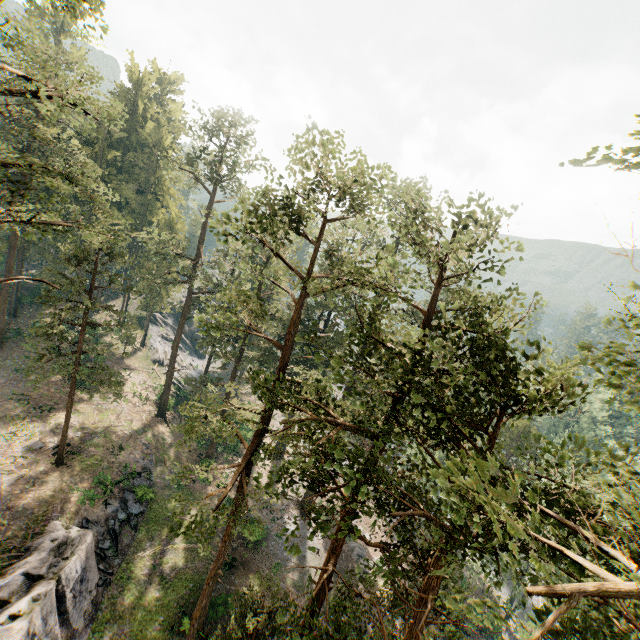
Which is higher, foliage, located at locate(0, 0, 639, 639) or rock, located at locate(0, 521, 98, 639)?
foliage, located at locate(0, 0, 639, 639)

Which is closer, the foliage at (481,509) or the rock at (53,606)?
the foliage at (481,509)

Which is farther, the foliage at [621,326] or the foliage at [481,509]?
the foliage at [481,509]

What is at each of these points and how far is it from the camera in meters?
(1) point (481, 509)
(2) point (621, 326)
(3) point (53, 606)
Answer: (1) foliage, 6.4
(2) foliage, 8.3
(3) rock, 18.2

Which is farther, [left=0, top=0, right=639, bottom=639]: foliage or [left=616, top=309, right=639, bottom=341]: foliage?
[left=0, top=0, right=639, bottom=639]: foliage

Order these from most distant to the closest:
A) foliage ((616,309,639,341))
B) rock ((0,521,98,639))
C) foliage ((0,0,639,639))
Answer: rock ((0,521,98,639))
foliage ((0,0,639,639))
foliage ((616,309,639,341))

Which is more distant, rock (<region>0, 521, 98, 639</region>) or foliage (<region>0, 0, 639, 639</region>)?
rock (<region>0, 521, 98, 639</region>)
